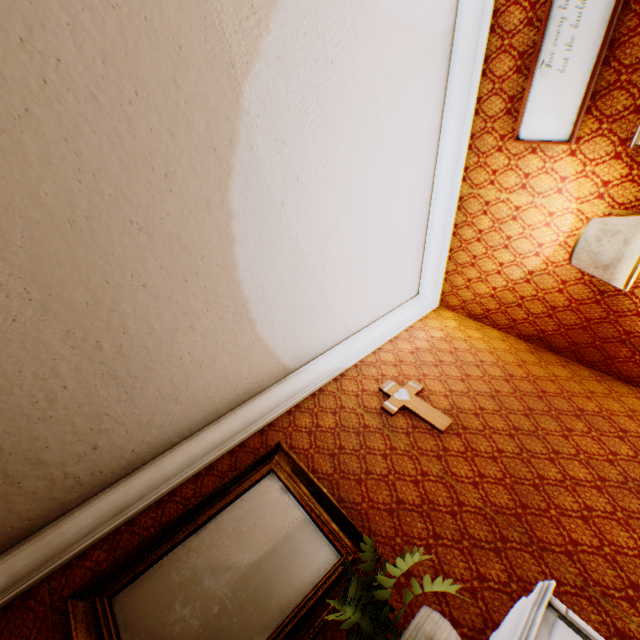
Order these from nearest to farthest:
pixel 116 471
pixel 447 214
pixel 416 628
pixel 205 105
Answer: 1. pixel 416 628
2. pixel 205 105
3. pixel 116 471
4. pixel 447 214

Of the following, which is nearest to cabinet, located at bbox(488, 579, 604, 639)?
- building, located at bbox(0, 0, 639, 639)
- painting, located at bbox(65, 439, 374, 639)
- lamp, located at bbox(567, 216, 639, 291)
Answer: building, located at bbox(0, 0, 639, 639)

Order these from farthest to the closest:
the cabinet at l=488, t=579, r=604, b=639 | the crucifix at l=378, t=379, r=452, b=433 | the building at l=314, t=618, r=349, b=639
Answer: the crucifix at l=378, t=379, r=452, b=433 < the building at l=314, t=618, r=349, b=639 < the cabinet at l=488, t=579, r=604, b=639

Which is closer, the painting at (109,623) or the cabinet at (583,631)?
the cabinet at (583,631)

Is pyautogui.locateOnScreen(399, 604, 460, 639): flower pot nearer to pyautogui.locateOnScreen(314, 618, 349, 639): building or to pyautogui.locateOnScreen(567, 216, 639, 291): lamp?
pyautogui.locateOnScreen(314, 618, 349, 639): building

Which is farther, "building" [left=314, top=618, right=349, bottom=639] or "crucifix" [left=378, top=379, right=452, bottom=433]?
"crucifix" [left=378, top=379, right=452, bottom=433]

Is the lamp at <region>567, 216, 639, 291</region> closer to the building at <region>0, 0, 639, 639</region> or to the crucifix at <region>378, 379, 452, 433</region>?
the building at <region>0, 0, 639, 639</region>

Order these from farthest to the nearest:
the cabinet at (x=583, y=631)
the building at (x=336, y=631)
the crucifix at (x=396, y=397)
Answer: the crucifix at (x=396, y=397), the building at (x=336, y=631), the cabinet at (x=583, y=631)
